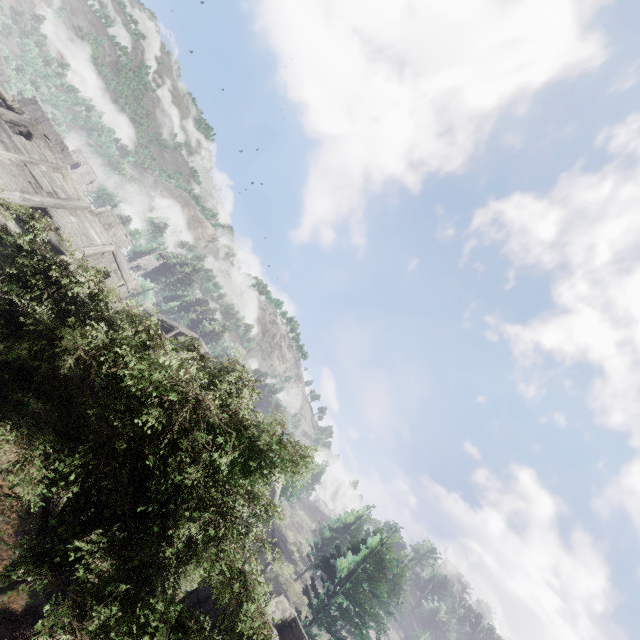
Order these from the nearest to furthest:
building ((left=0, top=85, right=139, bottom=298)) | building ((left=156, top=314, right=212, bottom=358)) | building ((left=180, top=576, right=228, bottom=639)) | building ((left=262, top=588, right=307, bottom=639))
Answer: building ((left=180, top=576, right=228, bottom=639)), building ((left=262, top=588, right=307, bottom=639)), building ((left=0, top=85, right=139, bottom=298)), building ((left=156, top=314, right=212, bottom=358))

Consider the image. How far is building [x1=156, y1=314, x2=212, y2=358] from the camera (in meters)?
37.09

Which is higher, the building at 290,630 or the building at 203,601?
the building at 290,630

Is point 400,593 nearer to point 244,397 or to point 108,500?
point 244,397

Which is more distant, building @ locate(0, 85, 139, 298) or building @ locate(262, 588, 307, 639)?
building @ locate(0, 85, 139, 298)

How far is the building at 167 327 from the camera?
37.09m
